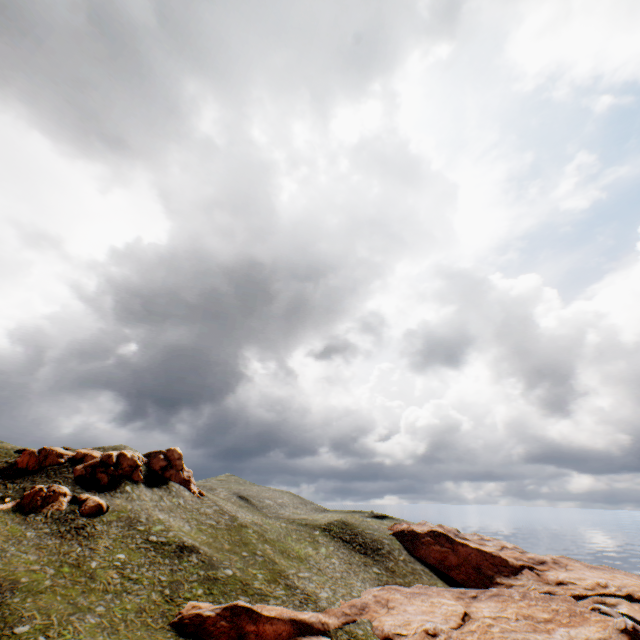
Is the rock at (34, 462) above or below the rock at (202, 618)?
above

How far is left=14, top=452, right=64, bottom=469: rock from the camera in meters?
58.4

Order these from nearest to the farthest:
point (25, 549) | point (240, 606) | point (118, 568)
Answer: point (240, 606) → point (25, 549) → point (118, 568)

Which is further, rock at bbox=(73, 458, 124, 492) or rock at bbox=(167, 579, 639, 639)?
rock at bbox=(73, 458, 124, 492)

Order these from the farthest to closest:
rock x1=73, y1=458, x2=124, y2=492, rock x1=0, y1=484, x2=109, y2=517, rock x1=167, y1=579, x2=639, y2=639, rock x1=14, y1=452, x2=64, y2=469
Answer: rock x1=14, y1=452, x2=64, y2=469, rock x1=73, y1=458, x2=124, y2=492, rock x1=0, y1=484, x2=109, y2=517, rock x1=167, y1=579, x2=639, y2=639

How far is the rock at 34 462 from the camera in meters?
58.4 m
